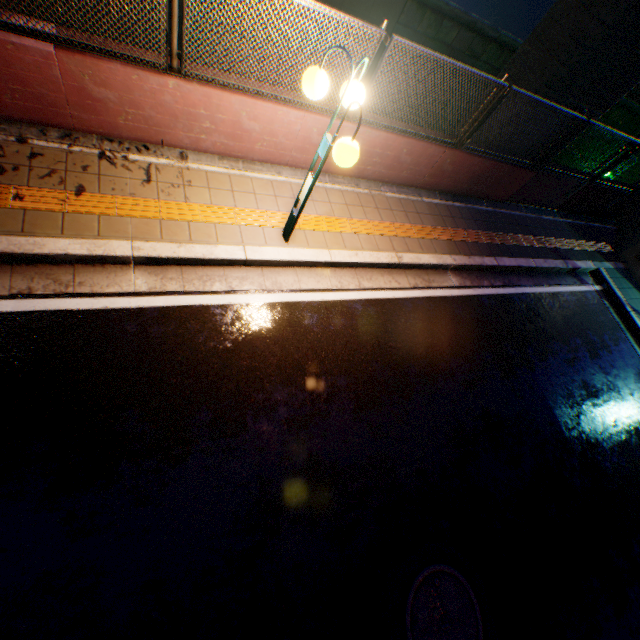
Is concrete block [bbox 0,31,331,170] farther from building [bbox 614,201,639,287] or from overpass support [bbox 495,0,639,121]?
overpass support [bbox 495,0,639,121]

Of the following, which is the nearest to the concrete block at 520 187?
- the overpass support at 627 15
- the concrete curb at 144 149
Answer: the concrete curb at 144 149

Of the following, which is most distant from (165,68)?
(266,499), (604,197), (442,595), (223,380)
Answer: (604,197)

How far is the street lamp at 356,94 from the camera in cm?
315

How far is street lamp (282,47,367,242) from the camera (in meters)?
3.15

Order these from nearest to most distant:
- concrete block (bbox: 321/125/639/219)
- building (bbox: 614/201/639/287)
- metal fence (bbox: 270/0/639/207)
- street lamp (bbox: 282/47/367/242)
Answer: street lamp (bbox: 282/47/367/242)
metal fence (bbox: 270/0/639/207)
concrete block (bbox: 321/125/639/219)
building (bbox: 614/201/639/287)

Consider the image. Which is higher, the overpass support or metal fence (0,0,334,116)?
the overpass support

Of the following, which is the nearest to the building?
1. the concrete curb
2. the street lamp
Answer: the concrete curb
